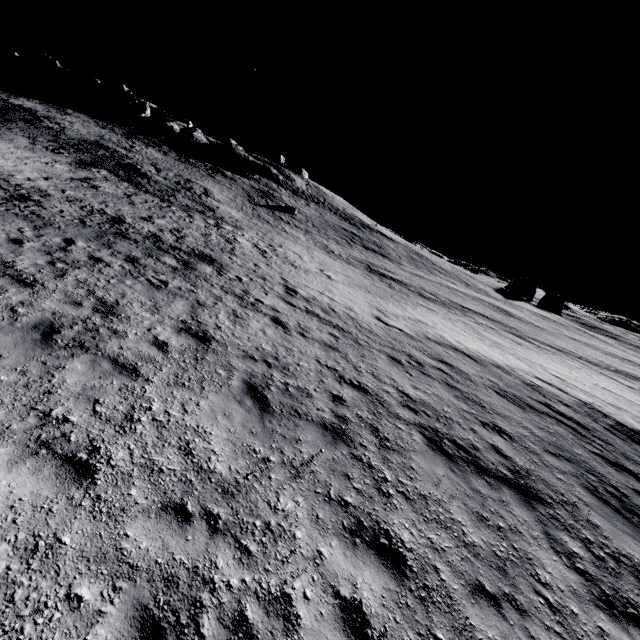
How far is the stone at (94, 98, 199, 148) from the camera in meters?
54.1 m

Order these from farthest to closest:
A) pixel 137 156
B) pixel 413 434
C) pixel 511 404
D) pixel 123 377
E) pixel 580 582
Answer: pixel 137 156 < pixel 511 404 < pixel 413 434 < pixel 123 377 < pixel 580 582

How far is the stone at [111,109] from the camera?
54.1 meters
